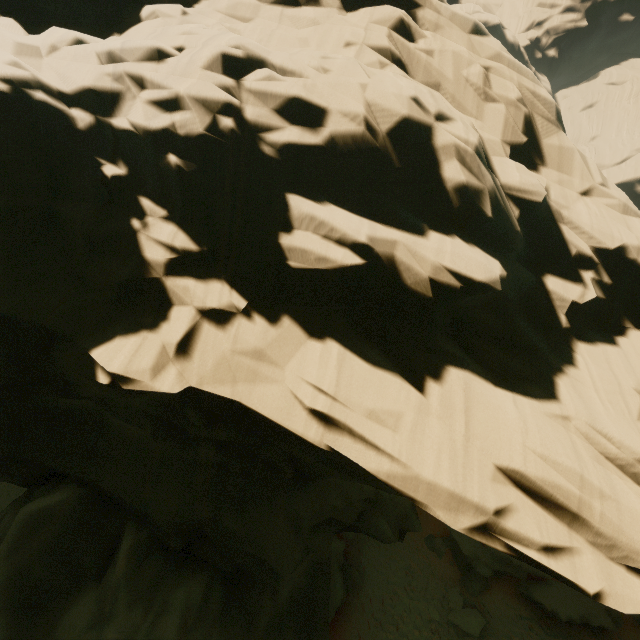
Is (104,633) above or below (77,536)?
below

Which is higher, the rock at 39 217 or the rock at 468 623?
the rock at 39 217

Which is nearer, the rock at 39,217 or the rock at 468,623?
the rock at 39,217

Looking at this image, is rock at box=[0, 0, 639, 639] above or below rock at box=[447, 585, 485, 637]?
above

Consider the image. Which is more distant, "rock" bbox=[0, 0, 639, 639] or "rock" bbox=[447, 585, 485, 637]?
"rock" bbox=[447, 585, 485, 637]
